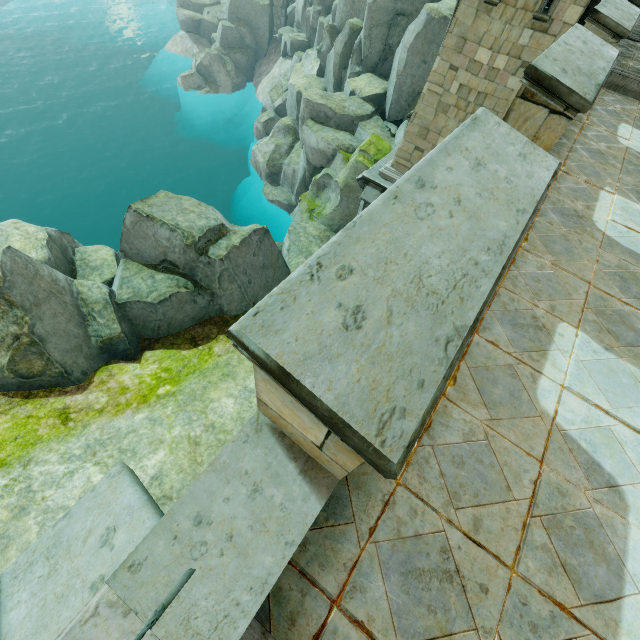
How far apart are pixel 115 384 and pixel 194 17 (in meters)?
52.56

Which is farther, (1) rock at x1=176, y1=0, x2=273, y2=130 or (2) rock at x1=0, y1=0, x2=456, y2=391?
(1) rock at x1=176, y1=0, x2=273, y2=130

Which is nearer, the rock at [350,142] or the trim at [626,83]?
the trim at [626,83]

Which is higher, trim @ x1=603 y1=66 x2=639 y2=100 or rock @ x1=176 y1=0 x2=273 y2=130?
trim @ x1=603 y1=66 x2=639 y2=100

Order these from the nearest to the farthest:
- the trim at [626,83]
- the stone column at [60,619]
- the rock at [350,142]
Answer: the stone column at [60,619] < the trim at [626,83] < the rock at [350,142]

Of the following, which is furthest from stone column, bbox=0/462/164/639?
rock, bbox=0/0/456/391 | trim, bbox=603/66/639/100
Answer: trim, bbox=603/66/639/100

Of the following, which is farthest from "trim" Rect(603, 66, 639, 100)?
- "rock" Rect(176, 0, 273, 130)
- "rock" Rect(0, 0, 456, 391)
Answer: "rock" Rect(176, 0, 273, 130)

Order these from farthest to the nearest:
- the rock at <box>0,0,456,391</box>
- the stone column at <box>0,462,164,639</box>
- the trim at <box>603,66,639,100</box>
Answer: the rock at <box>0,0,456,391</box>
the trim at <box>603,66,639,100</box>
the stone column at <box>0,462,164,639</box>
